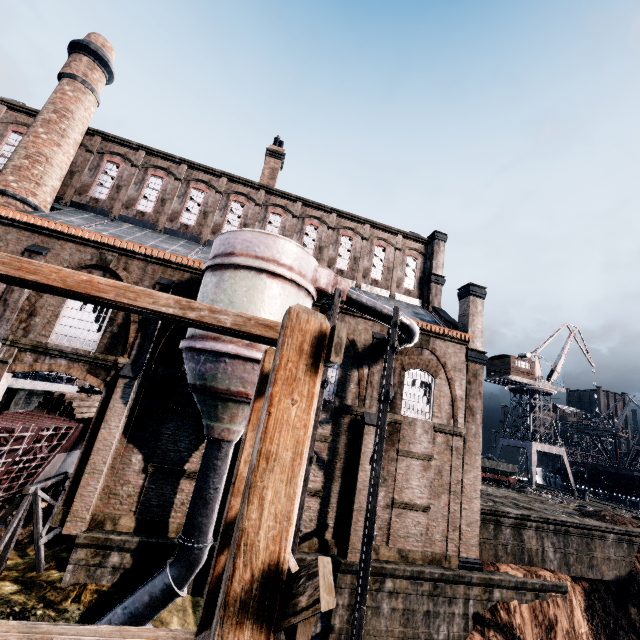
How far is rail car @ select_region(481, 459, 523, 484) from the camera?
34.2m

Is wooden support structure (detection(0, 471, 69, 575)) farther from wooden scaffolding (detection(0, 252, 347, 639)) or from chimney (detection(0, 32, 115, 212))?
wooden scaffolding (detection(0, 252, 347, 639))

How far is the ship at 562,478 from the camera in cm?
5164

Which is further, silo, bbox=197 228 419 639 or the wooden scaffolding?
silo, bbox=197 228 419 639

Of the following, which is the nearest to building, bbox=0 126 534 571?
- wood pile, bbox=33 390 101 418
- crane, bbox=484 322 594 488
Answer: wood pile, bbox=33 390 101 418

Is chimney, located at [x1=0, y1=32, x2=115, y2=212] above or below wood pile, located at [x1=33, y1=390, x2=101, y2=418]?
above

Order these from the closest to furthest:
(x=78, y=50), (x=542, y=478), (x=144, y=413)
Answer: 1. (x=144, y=413)
2. (x=78, y=50)
3. (x=542, y=478)

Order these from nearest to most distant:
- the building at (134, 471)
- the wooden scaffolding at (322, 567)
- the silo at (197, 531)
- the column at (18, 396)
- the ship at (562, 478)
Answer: the wooden scaffolding at (322, 567) → the silo at (197, 531) → the building at (134, 471) → the column at (18, 396) → the ship at (562, 478)
